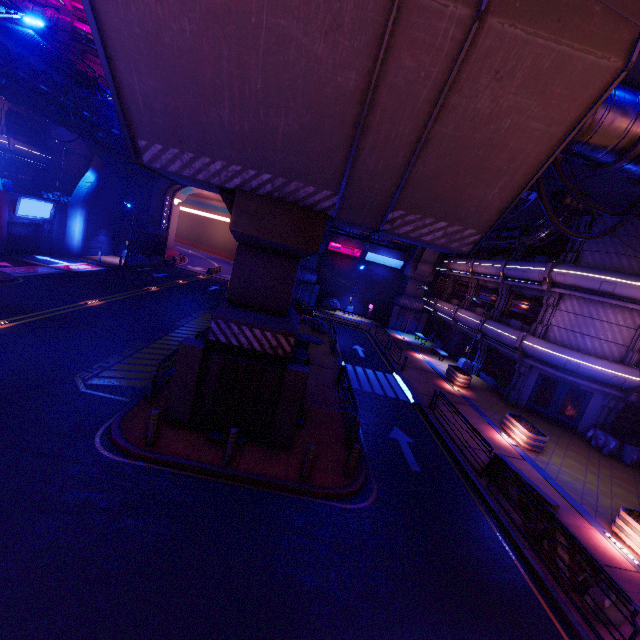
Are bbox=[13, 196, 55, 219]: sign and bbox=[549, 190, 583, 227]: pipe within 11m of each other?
no

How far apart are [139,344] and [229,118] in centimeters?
1206cm

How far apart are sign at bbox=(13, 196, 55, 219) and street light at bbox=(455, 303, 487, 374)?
37.2 meters

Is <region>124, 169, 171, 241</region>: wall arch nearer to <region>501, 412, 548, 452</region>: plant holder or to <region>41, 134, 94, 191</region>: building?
<region>41, 134, 94, 191</region>: building

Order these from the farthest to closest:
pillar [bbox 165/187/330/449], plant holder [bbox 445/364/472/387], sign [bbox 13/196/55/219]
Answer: sign [bbox 13/196/55/219]
plant holder [bbox 445/364/472/387]
pillar [bbox 165/187/330/449]

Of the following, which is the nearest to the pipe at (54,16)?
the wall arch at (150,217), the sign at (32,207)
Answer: the wall arch at (150,217)

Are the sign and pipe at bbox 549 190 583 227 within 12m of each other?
no

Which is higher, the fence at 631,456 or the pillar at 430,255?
the pillar at 430,255
